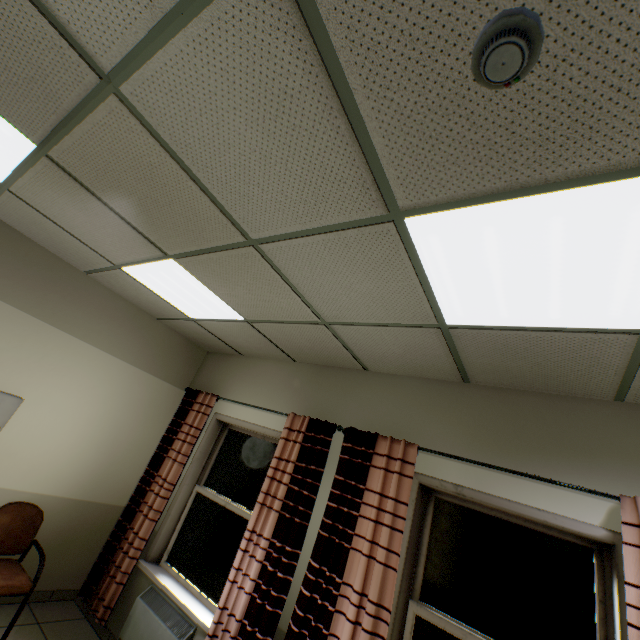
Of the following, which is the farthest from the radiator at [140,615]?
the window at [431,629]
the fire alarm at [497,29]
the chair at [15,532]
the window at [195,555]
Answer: the fire alarm at [497,29]

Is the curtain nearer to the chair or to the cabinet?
the chair

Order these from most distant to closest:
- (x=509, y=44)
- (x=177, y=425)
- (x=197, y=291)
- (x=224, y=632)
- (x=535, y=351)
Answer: (x=177, y=425), (x=197, y=291), (x=224, y=632), (x=535, y=351), (x=509, y=44)

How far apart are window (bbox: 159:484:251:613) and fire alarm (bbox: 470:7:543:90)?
3.8 meters

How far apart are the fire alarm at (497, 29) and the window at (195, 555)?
3.82m

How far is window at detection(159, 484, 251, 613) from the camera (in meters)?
3.20

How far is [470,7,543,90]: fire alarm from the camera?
0.81m

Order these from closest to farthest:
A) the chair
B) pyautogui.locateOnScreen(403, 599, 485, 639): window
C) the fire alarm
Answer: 1. the fire alarm
2. pyautogui.locateOnScreen(403, 599, 485, 639): window
3. the chair
